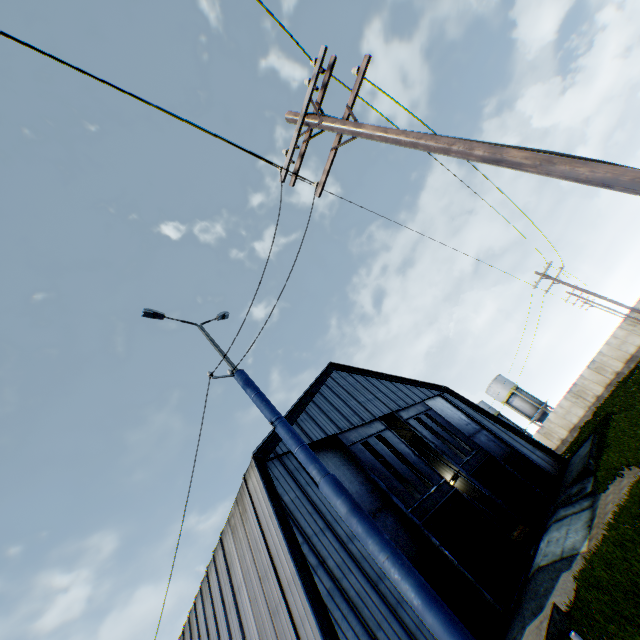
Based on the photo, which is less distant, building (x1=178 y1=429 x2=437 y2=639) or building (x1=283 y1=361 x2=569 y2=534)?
building (x1=178 y1=429 x2=437 y2=639)

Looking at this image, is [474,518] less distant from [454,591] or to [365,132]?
[454,591]

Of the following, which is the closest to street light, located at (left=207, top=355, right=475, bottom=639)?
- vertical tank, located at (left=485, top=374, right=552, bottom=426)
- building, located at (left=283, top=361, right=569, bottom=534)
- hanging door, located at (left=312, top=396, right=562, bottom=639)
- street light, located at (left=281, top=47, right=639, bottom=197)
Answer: street light, located at (left=281, top=47, right=639, bottom=197)

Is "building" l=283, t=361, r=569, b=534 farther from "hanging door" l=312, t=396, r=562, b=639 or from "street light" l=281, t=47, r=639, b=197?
"street light" l=281, t=47, r=639, b=197

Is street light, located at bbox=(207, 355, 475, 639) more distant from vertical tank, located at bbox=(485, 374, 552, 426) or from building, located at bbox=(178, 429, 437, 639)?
vertical tank, located at bbox=(485, 374, 552, 426)

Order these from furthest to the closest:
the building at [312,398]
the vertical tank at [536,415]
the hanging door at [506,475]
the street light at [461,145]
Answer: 1. the vertical tank at [536,415]
2. the building at [312,398]
3. the hanging door at [506,475]
4. the street light at [461,145]

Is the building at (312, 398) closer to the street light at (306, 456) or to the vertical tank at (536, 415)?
the street light at (306, 456)

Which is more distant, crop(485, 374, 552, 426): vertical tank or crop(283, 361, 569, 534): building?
crop(485, 374, 552, 426): vertical tank
